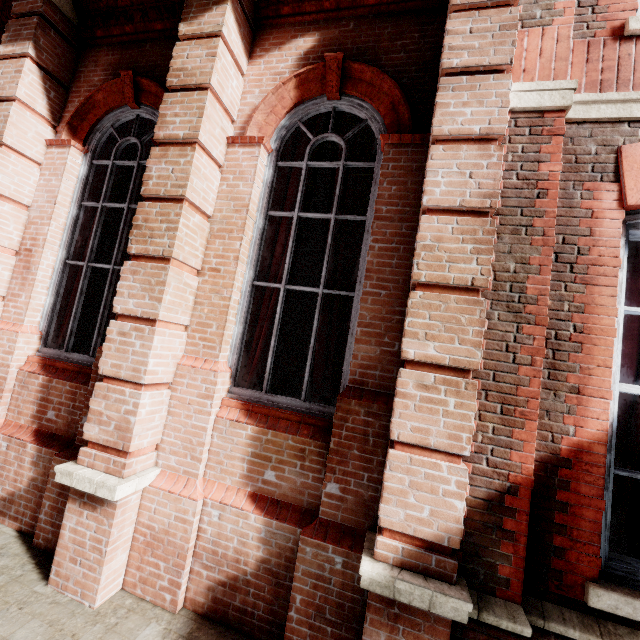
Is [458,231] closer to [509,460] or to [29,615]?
[509,460]
